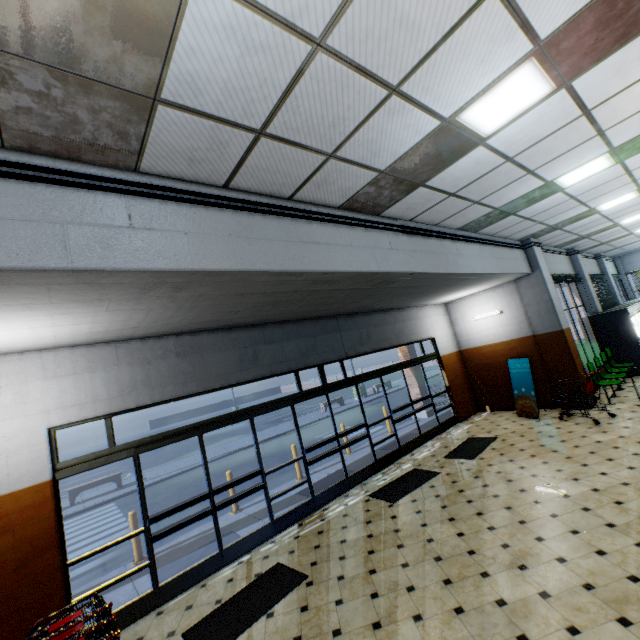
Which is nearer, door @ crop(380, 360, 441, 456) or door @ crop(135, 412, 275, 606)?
door @ crop(135, 412, 275, 606)

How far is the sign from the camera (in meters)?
9.03

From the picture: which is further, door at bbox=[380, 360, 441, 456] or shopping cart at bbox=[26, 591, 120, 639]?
door at bbox=[380, 360, 441, 456]

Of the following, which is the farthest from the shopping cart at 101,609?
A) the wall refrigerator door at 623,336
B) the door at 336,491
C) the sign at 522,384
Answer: the wall refrigerator door at 623,336

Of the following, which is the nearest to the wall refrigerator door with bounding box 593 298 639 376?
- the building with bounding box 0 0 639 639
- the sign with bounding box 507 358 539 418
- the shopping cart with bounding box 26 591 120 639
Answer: the building with bounding box 0 0 639 639

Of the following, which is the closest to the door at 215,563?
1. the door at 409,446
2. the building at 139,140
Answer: the building at 139,140

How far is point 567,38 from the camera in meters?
2.7 m

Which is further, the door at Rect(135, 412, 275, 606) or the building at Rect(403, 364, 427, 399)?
the building at Rect(403, 364, 427, 399)
